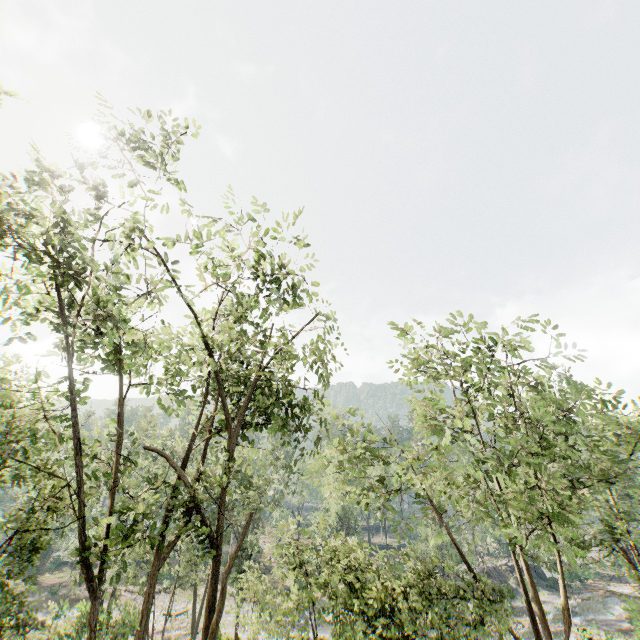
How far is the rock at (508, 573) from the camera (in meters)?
45.53

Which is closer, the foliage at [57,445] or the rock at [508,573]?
the foliage at [57,445]

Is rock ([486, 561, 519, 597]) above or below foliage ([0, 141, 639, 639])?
below

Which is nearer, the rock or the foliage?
the foliage

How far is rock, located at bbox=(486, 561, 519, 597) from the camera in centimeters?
4553cm

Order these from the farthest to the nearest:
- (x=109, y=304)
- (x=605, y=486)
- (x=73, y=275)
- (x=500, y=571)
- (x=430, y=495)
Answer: (x=500, y=571), (x=430, y=495), (x=605, y=486), (x=73, y=275), (x=109, y=304)
